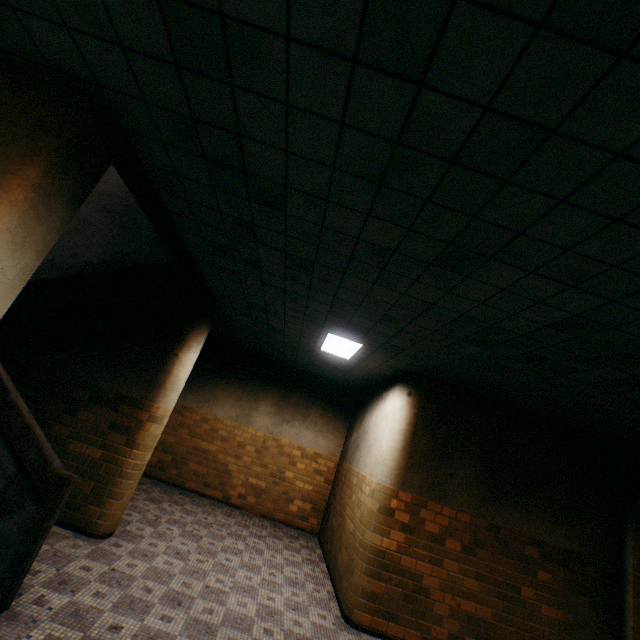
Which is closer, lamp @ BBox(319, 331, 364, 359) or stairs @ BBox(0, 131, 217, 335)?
stairs @ BBox(0, 131, 217, 335)

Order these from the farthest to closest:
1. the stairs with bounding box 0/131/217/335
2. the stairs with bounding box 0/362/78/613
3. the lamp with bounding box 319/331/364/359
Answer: the lamp with bounding box 319/331/364/359
the stairs with bounding box 0/131/217/335
the stairs with bounding box 0/362/78/613

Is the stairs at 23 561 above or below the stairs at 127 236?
below

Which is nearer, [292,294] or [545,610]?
[292,294]

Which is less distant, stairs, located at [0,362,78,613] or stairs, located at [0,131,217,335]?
stairs, located at [0,362,78,613]

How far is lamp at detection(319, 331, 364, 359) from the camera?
5.48m

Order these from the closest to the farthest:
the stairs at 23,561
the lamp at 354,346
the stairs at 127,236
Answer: the stairs at 23,561 → the stairs at 127,236 → the lamp at 354,346
